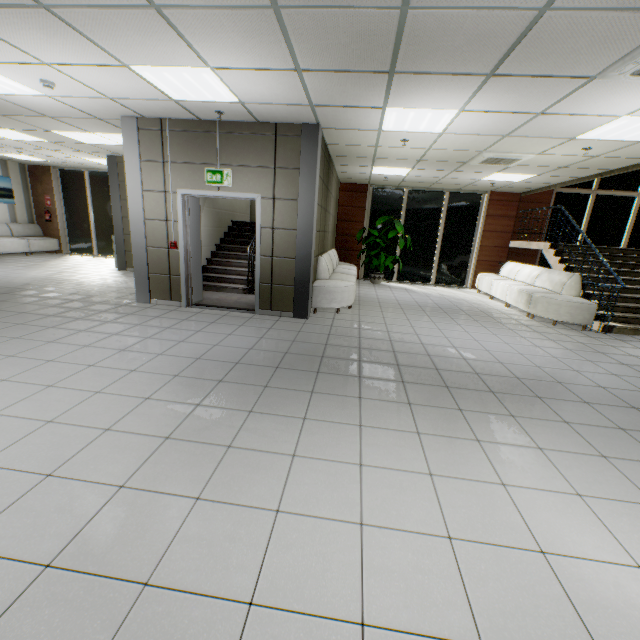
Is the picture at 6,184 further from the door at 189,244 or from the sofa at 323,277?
the sofa at 323,277

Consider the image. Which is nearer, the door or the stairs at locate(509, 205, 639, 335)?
the door

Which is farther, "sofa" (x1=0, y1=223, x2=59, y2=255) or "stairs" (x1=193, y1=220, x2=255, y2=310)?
"sofa" (x1=0, y1=223, x2=59, y2=255)

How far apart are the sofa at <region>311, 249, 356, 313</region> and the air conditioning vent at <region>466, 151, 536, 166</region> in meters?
3.4 m

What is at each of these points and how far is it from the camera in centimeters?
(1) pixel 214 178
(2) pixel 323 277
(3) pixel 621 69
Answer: (1) exit sign, 559cm
(2) sofa, 689cm
(3) air conditioning vent, 294cm

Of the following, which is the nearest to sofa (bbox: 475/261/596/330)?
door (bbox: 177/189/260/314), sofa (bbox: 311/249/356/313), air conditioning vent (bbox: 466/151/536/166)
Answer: air conditioning vent (bbox: 466/151/536/166)

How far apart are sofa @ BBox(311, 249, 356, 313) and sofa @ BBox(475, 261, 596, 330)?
4.0m

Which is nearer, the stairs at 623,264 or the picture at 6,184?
the stairs at 623,264
